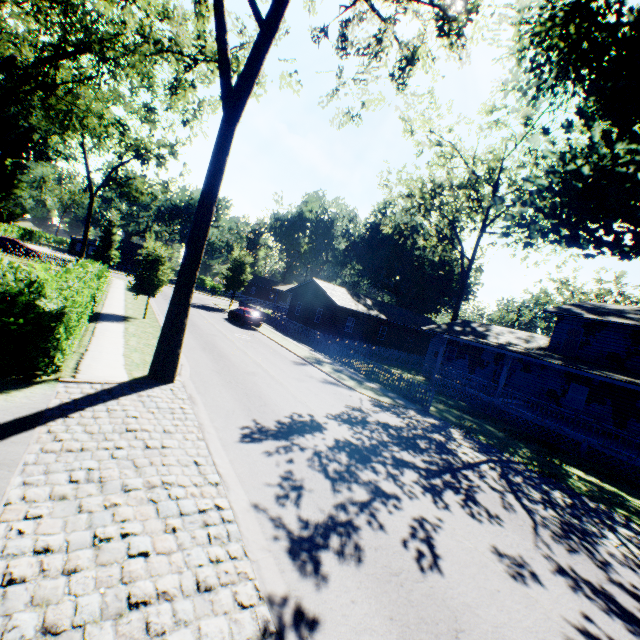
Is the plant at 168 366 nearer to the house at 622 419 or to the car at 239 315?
the car at 239 315

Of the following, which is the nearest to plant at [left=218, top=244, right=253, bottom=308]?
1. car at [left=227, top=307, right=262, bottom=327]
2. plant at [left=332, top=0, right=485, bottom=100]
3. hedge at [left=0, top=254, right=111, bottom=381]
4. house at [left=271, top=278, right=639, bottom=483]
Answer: house at [left=271, top=278, right=639, bottom=483]

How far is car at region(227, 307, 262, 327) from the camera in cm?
2966

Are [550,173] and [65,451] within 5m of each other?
no

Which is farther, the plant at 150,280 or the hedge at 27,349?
the plant at 150,280

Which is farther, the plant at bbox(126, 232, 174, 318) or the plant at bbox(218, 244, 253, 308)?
the plant at bbox(218, 244, 253, 308)

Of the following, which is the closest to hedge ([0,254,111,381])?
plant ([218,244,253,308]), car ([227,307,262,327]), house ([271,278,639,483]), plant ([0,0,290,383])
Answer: plant ([0,0,290,383])

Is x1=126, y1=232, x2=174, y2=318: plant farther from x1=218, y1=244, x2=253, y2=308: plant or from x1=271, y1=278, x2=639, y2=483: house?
x1=218, y1=244, x2=253, y2=308: plant
